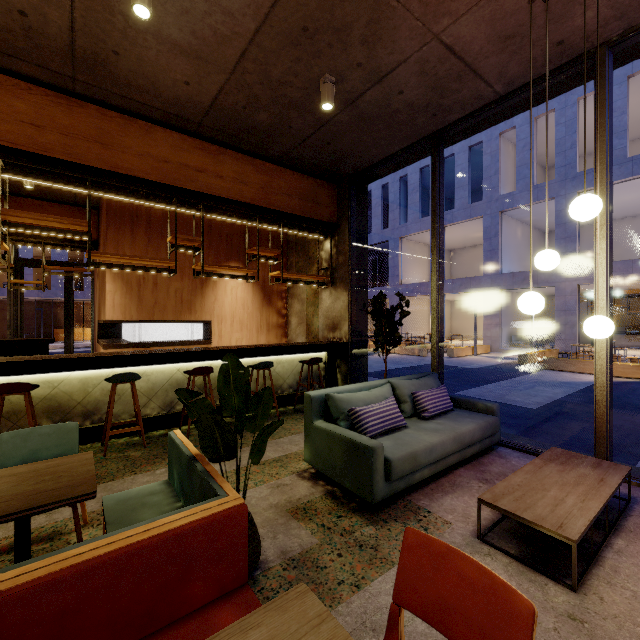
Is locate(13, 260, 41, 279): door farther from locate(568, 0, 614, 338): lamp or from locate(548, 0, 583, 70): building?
locate(568, 0, 614, 338): lamp

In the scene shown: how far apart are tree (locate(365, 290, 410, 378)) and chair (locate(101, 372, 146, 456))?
3.3 meters

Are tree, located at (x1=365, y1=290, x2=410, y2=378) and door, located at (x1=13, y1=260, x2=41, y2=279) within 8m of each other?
no

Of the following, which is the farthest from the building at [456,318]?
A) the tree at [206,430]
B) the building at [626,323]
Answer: the tree at [206,430]

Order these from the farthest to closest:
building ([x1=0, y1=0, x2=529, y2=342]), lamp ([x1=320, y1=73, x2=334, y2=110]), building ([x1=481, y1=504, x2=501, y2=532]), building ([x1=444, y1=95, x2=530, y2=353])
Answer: building ([x1=444, y1=95, x2=530, y2=353])
lamp ([x1=320, y1=73, x2=334, y2=110])
building ([x1=0, y1=0, x2=529, y2=342])
building ([x1=481, y1=504, x2=501, y2=532])

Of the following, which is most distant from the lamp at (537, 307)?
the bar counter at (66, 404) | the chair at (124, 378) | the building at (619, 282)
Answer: the building at (619, 282)

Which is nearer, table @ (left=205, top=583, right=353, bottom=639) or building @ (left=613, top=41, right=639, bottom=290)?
table @ (left=205, top=583, right=353, bottom=639)

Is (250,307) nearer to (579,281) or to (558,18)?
(558,18)
